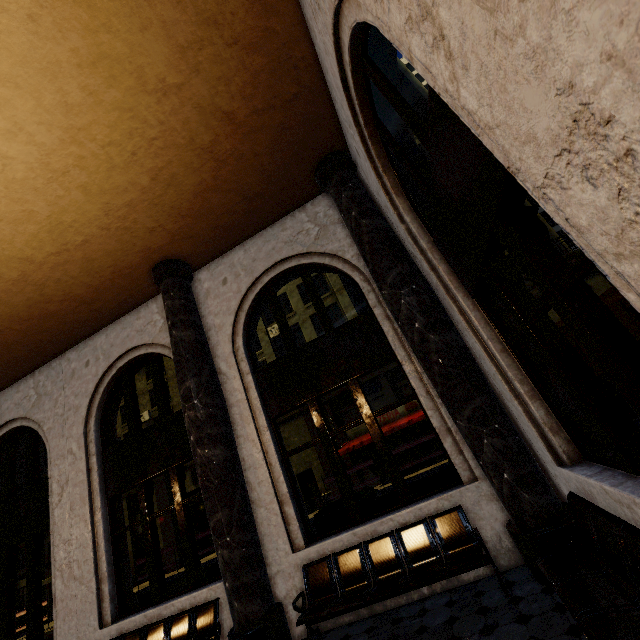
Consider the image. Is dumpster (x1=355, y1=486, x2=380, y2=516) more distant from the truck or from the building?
the truck

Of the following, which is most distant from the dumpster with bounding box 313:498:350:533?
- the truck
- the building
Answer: the truck

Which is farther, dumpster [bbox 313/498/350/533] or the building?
dumpster [bbox 313/498/350/533]

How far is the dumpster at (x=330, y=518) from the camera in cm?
711

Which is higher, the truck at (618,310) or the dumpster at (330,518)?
the truck at (618,310)

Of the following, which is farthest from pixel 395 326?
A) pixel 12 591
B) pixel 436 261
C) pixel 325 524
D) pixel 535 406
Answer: pixel 12 591
